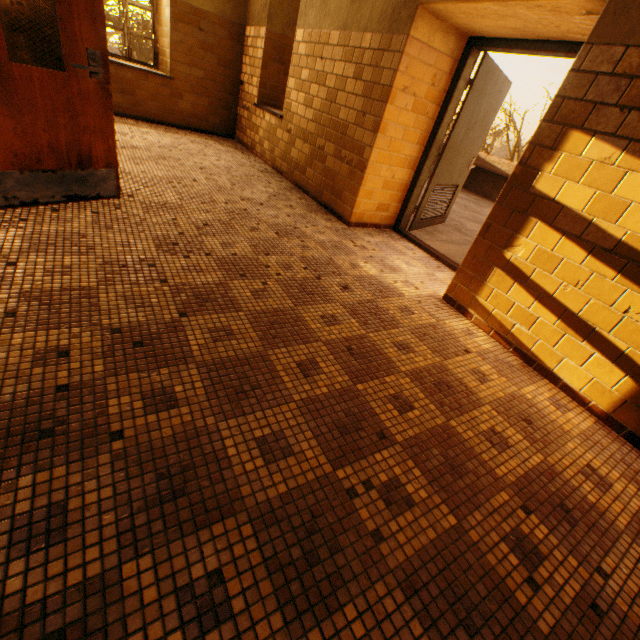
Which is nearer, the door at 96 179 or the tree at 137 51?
the door at 96 179

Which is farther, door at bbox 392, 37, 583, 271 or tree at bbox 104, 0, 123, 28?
tree at bbox 104, 0, 123, 28

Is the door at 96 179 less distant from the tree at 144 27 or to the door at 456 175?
the door at 456 175

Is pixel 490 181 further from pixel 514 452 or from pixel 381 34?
pixel 514 452

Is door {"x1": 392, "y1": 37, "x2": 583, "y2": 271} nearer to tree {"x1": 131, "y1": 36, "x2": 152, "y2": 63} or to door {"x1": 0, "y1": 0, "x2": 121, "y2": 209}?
door {"x1": 0, "y1": 0, "x2": 121, "y2": 209}

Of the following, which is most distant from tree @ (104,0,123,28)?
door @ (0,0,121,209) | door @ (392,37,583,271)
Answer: door @ (0,0,121,209)

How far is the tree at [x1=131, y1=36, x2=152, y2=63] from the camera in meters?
20.4 m
